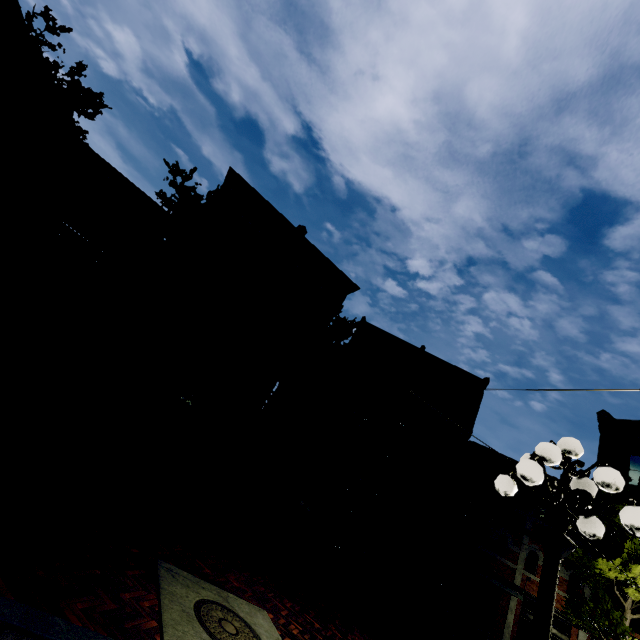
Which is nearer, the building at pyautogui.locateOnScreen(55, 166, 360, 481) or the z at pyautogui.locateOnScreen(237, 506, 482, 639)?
the z at pyautogui.locateOnScreen(237, 506, 482, 639)

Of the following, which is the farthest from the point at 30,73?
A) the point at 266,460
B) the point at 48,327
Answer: the point at 266,460

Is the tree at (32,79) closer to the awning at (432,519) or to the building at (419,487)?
the building at (419,487)

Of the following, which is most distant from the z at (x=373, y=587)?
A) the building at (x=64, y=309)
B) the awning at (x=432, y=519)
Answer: the awning at (x=432, y=519)

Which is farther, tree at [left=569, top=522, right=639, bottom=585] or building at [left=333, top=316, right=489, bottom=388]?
building at [left=333, top=316, right=489, bottom=388]

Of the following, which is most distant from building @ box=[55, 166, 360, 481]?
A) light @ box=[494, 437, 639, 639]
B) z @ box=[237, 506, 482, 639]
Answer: light @ box=[494, 437, 639, 639]

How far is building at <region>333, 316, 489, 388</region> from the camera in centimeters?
2198cm

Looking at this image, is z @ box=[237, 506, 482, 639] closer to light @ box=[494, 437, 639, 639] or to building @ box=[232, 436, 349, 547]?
building @ box=[232, 436, 349, 547]
